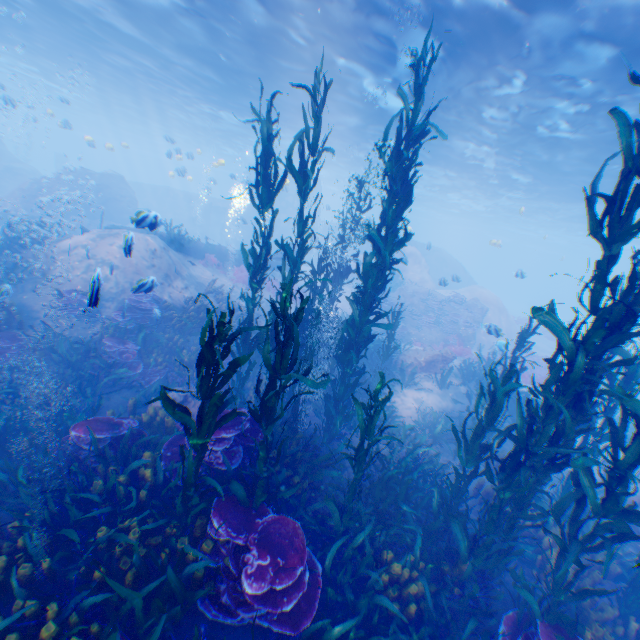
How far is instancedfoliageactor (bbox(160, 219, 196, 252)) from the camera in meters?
16.0

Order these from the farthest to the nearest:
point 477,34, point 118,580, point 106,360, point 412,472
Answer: point 477,34 < point 106,360 < point 412,472 < point 118,580

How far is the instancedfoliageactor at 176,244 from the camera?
16.05m

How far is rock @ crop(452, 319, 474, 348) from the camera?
20.39m

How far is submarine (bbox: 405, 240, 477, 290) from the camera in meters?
18.0 m

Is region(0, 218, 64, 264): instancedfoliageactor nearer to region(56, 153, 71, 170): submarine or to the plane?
the plane

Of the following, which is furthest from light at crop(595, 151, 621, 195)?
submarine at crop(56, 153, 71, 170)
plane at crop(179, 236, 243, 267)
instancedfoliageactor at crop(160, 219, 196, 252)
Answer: submarine at crop(56, 153, 71, 170)

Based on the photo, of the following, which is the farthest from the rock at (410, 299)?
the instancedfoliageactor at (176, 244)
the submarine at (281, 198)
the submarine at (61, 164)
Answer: the submarine at (61, 164)
